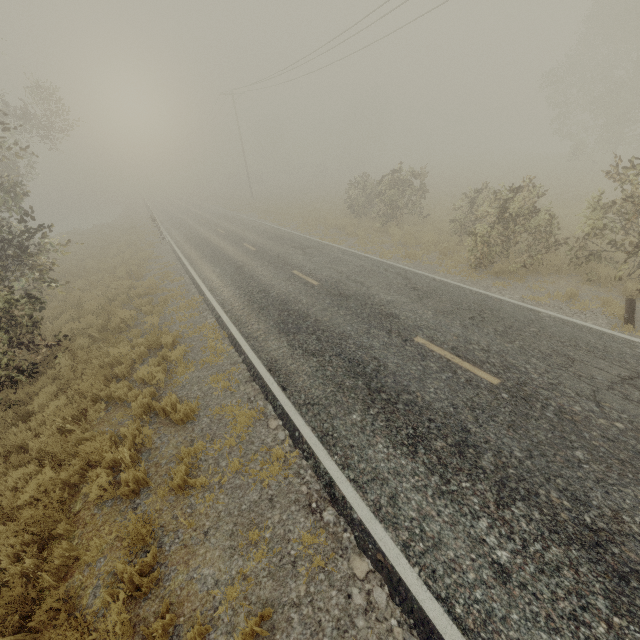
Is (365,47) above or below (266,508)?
above

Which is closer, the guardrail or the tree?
the guardrail

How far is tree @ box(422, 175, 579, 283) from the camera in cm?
1053

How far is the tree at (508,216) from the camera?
10.53m

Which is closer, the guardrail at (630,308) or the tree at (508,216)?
the guardrail at (630,308)

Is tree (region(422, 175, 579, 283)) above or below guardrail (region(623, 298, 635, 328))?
above
